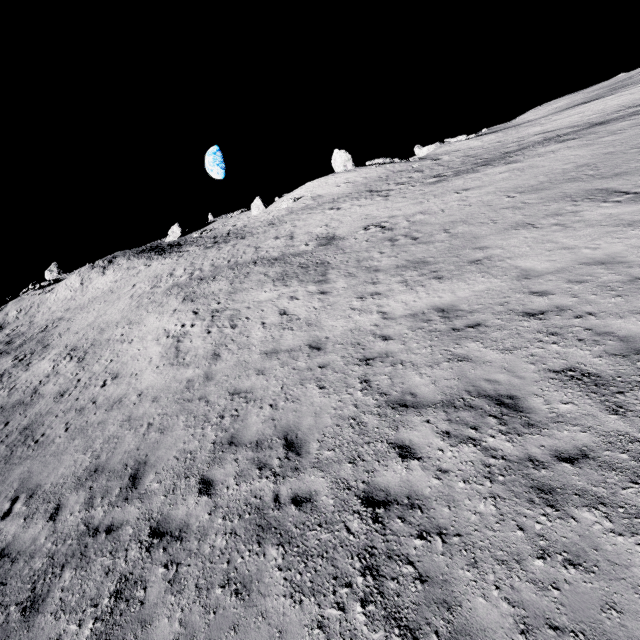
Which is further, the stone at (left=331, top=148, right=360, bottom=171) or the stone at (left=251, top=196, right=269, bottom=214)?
the stone at (left=251, top=196, right=269, bottom=214)

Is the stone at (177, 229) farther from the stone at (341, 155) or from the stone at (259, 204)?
the stone at (341, 155)

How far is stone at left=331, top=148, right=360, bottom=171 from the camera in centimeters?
4284cm

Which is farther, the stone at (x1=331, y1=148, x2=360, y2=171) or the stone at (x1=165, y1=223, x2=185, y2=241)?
the stone at (x1=165, y1=223, x2=185, y2=241)

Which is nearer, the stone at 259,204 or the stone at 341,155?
the stone at 341,155

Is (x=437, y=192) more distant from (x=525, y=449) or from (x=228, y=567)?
(x=228, y=567)

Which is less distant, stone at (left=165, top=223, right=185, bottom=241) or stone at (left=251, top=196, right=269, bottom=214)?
stone at (left=251, top=196, right=269, bottom=214)

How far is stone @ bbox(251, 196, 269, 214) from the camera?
51.5m
